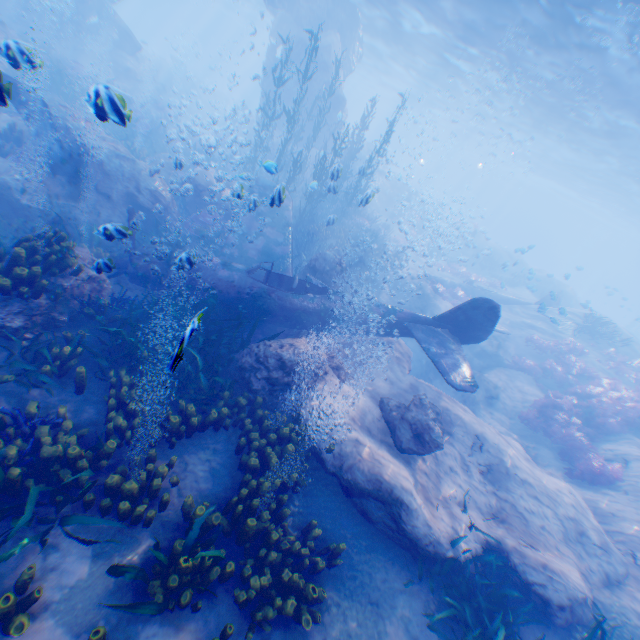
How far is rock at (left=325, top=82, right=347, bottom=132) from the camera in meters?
22.9 m

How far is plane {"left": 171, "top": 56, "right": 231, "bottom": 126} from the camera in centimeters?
3317cm

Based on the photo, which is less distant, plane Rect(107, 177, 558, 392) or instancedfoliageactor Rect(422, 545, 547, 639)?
instancedfoliageactor Rect(422, 545, 547, 639)

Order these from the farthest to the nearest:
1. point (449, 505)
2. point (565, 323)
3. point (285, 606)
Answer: point (565, 323), point (449, 505), point (285, 606)

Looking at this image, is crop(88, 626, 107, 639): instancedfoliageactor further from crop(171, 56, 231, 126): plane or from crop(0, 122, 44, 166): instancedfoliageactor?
crop(171, 56, 231, 126): plane

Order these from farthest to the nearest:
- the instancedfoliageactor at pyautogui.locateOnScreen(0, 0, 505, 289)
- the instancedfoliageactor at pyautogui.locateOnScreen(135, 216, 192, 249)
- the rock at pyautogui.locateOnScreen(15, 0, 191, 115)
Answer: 1. the rock at pyautogui.locateOnScreen(15, 0, 191, 115)
2. the instancedfoliageactor at pyautogui.locateOnScreen(0, 0, 505, 289)
3. the instancedfoliageactor at pyautogui.locateOnScreen(135, 216, 192, 249)

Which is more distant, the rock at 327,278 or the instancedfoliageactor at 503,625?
the rock at 327,278

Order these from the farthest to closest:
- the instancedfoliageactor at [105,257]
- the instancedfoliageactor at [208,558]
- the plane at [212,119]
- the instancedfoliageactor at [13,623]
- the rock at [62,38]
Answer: the plane at [212,119], the rock at [62,38], the instancedfoliageactor at [105,257], the instancedfoliageactor at [208,558], the instancedfoliageactor at [13,623]
